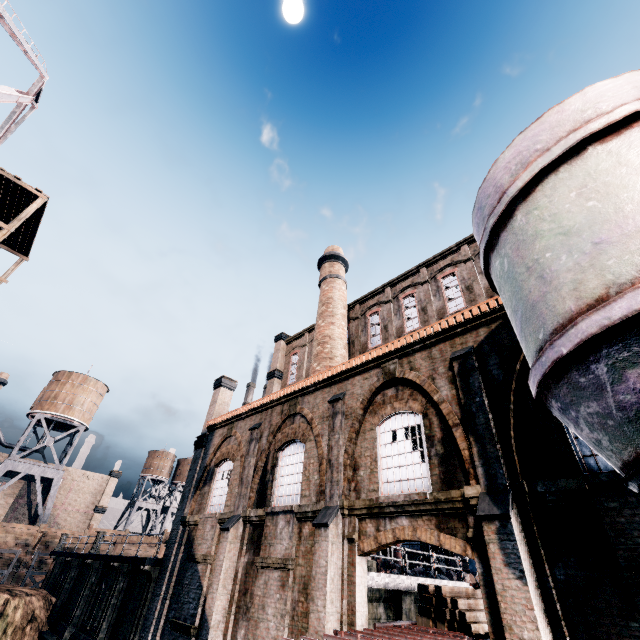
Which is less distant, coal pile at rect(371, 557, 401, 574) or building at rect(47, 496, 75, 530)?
coal pile at rect(371, 557, 401, 574)

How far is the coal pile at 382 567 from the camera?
15.82m

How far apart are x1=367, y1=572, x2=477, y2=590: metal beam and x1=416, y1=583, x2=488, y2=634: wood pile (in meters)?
1.90

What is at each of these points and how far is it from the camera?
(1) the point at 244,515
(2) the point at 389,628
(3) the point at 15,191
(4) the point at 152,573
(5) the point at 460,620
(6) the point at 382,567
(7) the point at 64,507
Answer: (1) building, 15.0 meters
(2) ship construction, 9.9 meters
(3) wooden scaffolding, 23.4 meters
(4) column, 17.7 meters
(5) wood pile, 10.4 meters
(6) coal pile, 16.7 meters
(7) building, 59.9 meters

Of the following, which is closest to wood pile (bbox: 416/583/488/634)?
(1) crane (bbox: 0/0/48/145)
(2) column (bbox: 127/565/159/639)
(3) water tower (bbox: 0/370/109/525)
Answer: (2) column (bbox: 127/565/159/639)

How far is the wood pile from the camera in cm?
1041

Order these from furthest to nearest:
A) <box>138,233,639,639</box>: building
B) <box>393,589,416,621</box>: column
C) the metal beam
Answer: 1. <box>393,589,416,621</box>: column
2. the metal beam
3. <box>138,233,639,639</box>: building

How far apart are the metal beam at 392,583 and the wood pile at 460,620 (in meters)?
1.90
